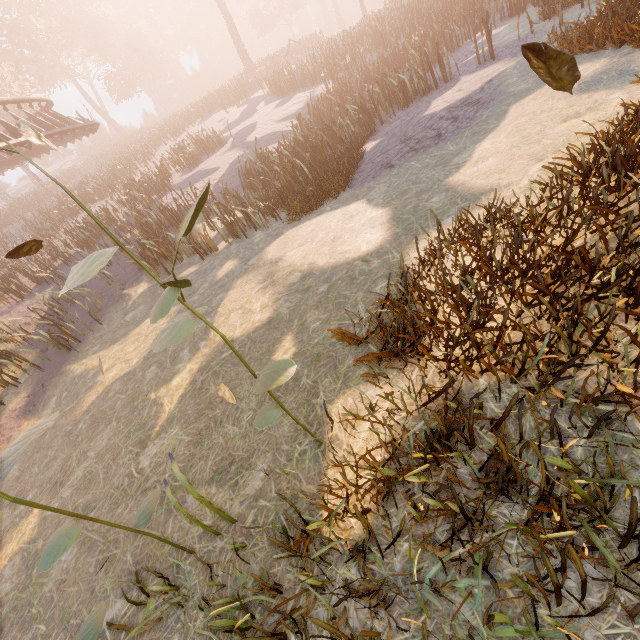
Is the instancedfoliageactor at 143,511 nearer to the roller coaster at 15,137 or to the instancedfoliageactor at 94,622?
the instancedfoliageactor at 94,622

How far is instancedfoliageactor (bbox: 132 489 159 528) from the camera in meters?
2.5 m

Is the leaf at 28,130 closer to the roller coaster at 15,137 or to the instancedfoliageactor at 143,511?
the instancedfoliageactor at 143,511

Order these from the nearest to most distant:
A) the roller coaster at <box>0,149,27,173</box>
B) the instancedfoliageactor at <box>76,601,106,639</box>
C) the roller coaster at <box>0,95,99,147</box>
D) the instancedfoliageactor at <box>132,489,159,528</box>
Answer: the instancedfoliageactor at <box>76,601,106,639</box> < the instancedfoliageactor at <box>132,489,159,528</box> < the roller coaster at <box>0,149,27,173</box> < the roller coaster at <box>0,95,99,147</box>

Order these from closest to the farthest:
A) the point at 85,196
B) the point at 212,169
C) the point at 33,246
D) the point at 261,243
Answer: the point at 33,246, the point at 261,243, the point at 212,169, the point at 85,196

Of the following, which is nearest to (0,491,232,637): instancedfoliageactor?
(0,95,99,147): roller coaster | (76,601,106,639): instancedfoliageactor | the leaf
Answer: (76,601,106,639): instancedfoliageactor

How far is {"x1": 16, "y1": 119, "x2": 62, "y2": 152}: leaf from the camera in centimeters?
188cm

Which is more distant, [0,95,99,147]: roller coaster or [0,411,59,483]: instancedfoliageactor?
[0,95,99,147]: roller coaster
